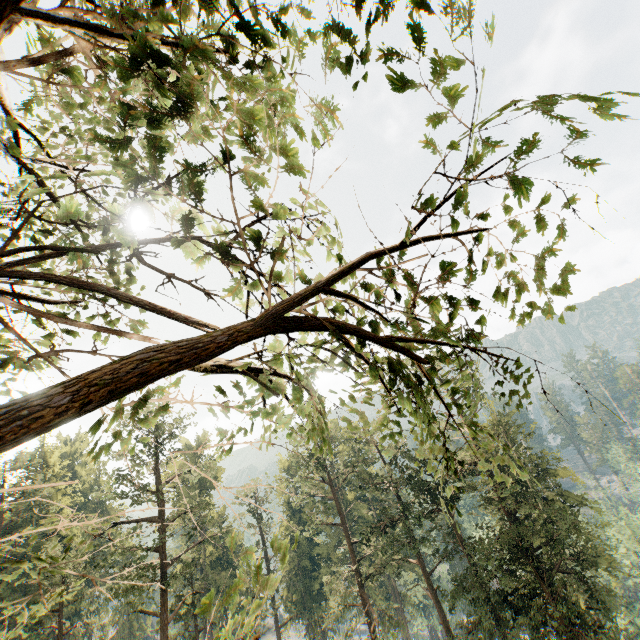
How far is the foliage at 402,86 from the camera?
1.55m

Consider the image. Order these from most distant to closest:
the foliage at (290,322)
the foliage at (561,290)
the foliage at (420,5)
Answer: the foliage at (561,290) < the foliage at (290,322) < the foliage at (420,5)

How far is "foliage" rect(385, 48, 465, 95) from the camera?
1.5m

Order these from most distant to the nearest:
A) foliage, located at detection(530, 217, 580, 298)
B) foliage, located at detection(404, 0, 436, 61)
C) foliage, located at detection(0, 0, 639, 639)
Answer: foliage, located at detection(530, 217, 580, 298), foliage, located at detection(0, 0, 639, 639), foliage, located at detection(404, 0, 436, 61)

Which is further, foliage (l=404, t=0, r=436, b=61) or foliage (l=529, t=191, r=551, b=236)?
foliage (l=529, t=191, r=551, b=236)

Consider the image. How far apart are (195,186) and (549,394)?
2.88m
